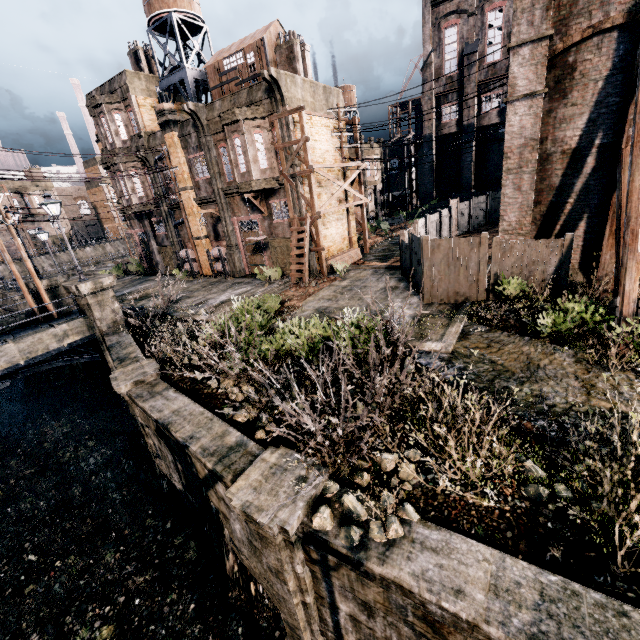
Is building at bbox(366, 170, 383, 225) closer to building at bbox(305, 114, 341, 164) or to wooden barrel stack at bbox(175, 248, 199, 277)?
building at bbox(305, 114, 341, 164)

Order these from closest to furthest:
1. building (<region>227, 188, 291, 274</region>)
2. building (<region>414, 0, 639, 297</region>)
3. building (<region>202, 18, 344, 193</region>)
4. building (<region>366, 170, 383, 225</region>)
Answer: building (<region>414, 0, 639, 297</region>), building (<region>202, 18, 344, 193</region>), building (<region>227, 188, 291, 274</region>), building (<region>366, 170, 383, 225</region>)

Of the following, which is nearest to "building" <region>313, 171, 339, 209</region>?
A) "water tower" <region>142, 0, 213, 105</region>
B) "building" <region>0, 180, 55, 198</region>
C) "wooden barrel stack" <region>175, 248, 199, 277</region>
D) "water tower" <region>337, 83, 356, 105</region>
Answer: "water tower" <region>142, 0, 213, 105</region>

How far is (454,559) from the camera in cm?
479

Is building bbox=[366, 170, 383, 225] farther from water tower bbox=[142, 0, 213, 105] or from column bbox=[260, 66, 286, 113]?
column bbox=[260, 66, 286, 113]

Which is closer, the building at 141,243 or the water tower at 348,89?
the building at 141,243

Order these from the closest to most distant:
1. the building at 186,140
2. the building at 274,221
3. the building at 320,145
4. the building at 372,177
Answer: the building at 320,145
the building at 274,221
the building at 186,140
the building at 372,177

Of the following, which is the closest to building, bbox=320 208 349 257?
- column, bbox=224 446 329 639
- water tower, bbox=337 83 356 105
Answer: column, bbox=224 446 329 639
